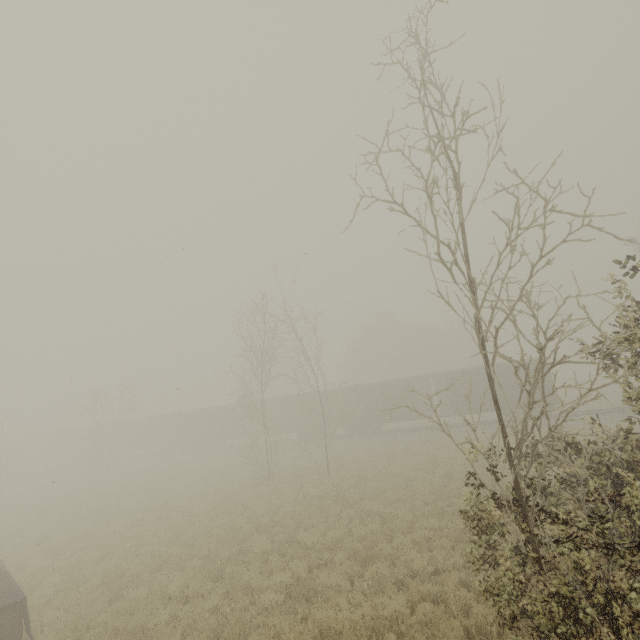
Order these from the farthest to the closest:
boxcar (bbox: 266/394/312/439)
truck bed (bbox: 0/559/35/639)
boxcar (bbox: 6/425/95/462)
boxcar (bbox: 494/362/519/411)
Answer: boxcar (bbox: 6/425/95/462) < boxcar (bbox: 266/394/312/439) < boxcar (bbox: 494/362/519/411) < truck bed (bbox: 0/559/35/639)

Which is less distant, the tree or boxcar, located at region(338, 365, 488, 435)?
the tree

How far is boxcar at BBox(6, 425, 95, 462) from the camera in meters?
45.2

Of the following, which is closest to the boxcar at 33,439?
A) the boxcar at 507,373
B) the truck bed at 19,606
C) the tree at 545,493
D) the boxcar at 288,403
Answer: the boxcar at 288,403

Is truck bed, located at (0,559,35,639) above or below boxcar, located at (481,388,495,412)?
below

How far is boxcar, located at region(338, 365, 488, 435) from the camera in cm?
2770

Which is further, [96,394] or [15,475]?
[15,475]

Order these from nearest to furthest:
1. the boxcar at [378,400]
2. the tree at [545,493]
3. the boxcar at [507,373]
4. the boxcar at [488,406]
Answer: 1. the tree at [545,493]
2. the boxcar at [507,373]
3. the boxcar at [488,406]
4. the boxcar at [378,400]
